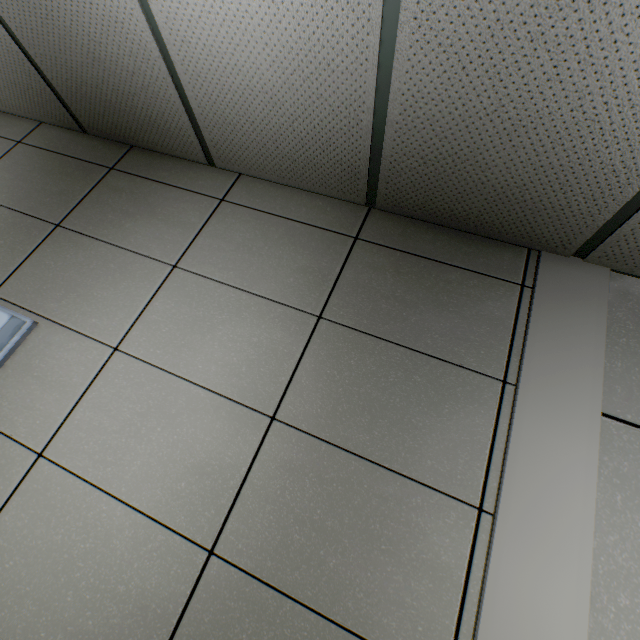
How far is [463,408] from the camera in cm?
127
